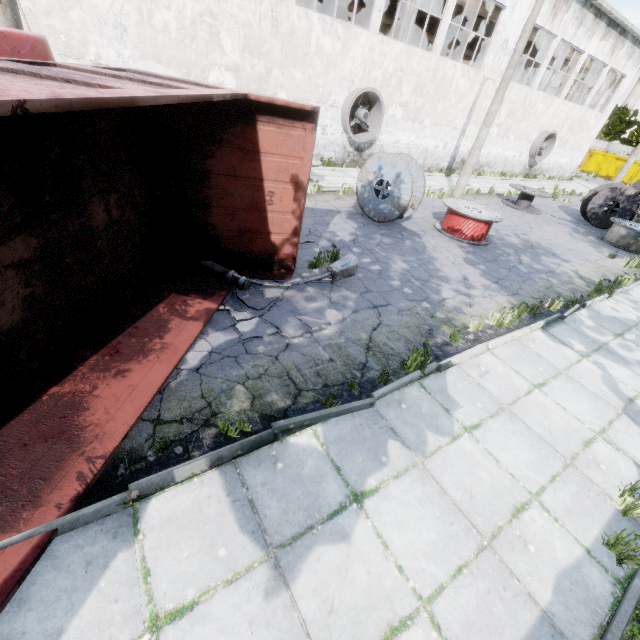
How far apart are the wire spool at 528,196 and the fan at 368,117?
7.4 meters

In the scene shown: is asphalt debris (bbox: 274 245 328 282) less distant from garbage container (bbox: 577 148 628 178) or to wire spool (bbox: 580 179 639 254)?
wire spool (bbox: 580 179 639 254)

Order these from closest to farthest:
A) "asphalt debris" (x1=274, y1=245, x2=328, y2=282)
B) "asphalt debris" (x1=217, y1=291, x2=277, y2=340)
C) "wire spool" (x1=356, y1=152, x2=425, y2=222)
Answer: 1. "asphalt debris" (x1=217, y1=291, x2=277, y2=340)
2. "asphalt debris" (x1=274, y1=245, x2=328, y2=282)
3. "wire spool" (x1=356, y1=152, x2=425, y2=222)

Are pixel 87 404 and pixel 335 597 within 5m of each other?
yes

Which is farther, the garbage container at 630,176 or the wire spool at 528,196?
the garbage container at 630,176

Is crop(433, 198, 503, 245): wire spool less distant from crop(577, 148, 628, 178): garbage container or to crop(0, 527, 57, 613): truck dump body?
crop(0, 527, 57, 613): truck dump body

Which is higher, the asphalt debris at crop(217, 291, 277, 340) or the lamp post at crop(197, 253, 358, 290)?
the lamp post at crop(197, 253, 358, 290)

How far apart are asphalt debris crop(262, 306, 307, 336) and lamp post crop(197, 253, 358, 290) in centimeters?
1cm
